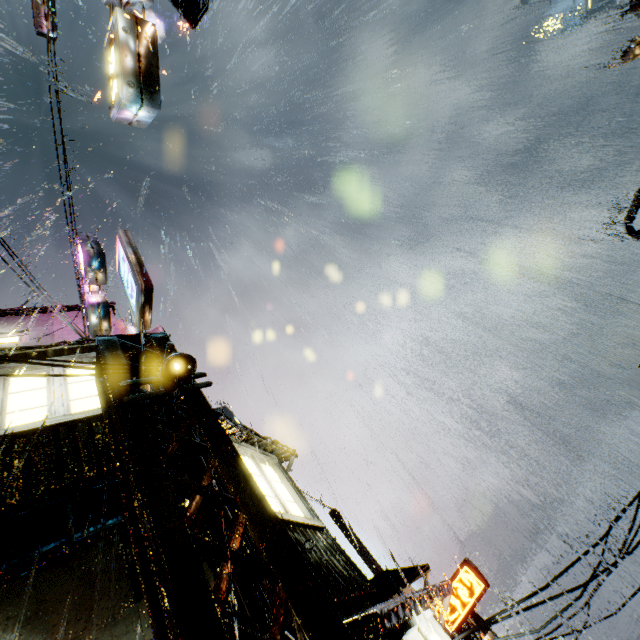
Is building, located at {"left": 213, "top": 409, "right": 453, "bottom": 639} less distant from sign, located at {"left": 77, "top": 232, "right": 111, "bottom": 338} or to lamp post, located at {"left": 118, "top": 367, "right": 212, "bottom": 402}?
sign, located at {"left": 77, "top": 232, "right": 111, "bottom": 338}

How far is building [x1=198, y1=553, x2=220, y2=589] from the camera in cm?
445

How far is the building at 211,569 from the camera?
4.5m

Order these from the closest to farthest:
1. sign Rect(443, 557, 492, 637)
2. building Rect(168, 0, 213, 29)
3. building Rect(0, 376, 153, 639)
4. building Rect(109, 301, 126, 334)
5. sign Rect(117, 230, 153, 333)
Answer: building Rect(0, 376, 153, 639)
sign Rect(117, 230, 153, 333)
building Rect(109, 301, 126, 334)
sign Rect(443, 557, 492, 637)
building Rect(168, 0, 213, 29)

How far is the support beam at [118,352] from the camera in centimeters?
563cm

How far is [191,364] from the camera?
4.9m

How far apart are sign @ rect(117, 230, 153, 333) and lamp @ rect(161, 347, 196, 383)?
2.37m

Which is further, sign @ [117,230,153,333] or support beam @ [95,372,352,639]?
sign @ [117,230,153,333]
